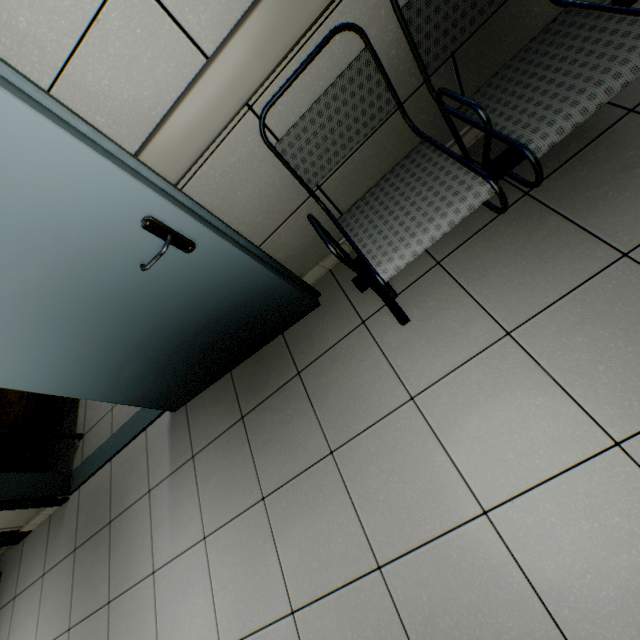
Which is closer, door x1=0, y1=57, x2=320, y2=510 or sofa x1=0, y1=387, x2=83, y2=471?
door x1=0, y1=57, x2=320, y2=510

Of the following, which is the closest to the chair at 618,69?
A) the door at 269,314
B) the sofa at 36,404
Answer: the door at 269,314

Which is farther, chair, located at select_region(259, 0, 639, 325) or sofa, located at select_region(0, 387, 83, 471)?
sofa, located at select_region(0, 387, 83, 471)

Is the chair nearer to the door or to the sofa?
the door

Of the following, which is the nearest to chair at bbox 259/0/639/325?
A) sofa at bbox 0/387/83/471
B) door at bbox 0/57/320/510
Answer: door at bbox 0/57/320/510

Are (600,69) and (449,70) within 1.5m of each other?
yes
